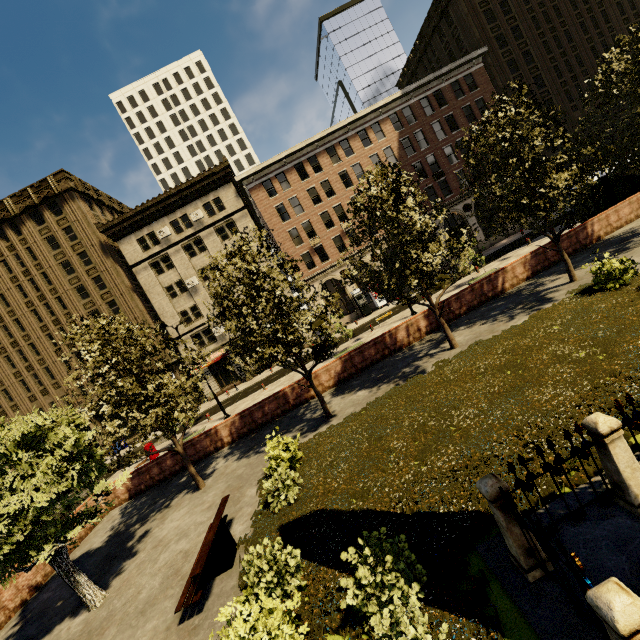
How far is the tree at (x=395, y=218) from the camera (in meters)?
11.30

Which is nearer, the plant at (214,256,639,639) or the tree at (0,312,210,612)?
the plant at (214,256,639,639)

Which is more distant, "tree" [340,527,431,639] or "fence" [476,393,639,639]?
"tree" [340,527,431,639]

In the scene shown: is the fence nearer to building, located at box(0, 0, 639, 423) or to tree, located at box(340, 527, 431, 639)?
tree, located at box(340, 527, 431, 639)

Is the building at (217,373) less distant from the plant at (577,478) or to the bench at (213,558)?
the bench at (213,558)

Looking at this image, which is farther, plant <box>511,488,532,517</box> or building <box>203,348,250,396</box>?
building <box>203,348,250,396</box>

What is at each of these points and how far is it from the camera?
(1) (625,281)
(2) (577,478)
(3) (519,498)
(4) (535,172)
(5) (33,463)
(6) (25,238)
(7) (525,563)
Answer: (1) plant, 10.82m
(2) plant, 5.23m
(3) plant, 5.40m
(4) tree, 12.72m
(5) tree, 8.37m
(6) building, 34.19m
(7) fence, 4.19m

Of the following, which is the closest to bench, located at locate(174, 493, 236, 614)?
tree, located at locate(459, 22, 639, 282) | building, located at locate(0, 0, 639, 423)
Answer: tree, located at locate(459, 22, 639, 282)
